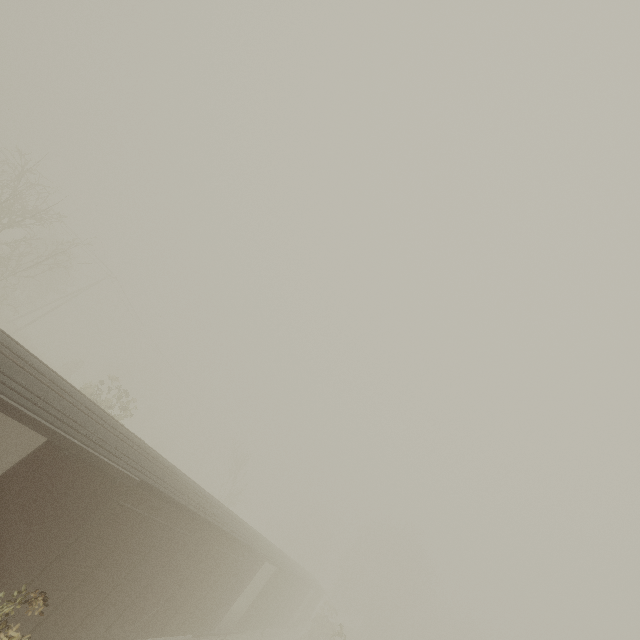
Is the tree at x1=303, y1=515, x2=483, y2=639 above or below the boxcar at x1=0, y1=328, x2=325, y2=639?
above

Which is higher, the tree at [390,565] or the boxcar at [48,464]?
the tree at [390,565]

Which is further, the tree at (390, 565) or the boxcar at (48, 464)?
the tree at (390, 565)

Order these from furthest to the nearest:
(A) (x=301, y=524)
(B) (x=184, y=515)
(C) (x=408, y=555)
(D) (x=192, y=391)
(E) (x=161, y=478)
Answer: (A) (x=301, y=524) < (D) (x=192, y=391) < (C) (x=408, y=555) < (B) (x=184, y=515) < (E) (x=161, y=478)

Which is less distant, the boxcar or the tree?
the boxcar
